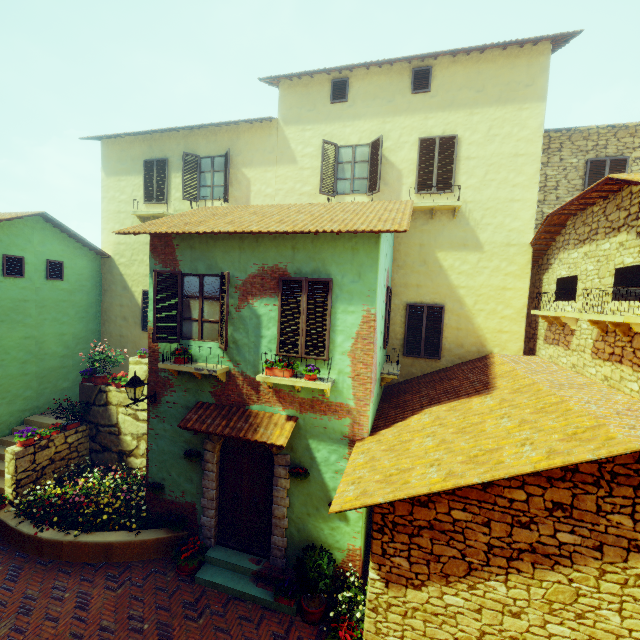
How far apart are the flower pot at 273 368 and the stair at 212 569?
4.3m

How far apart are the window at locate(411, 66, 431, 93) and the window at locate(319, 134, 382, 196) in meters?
1.6

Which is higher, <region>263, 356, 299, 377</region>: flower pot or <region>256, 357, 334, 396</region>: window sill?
<region>263, 356, 299, 377</region>: flower pot

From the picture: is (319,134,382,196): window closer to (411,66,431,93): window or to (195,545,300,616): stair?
(411,66,431,93): window

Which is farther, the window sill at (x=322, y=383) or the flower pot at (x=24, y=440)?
the flower pot at (x=24, y=440)

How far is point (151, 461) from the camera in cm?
798

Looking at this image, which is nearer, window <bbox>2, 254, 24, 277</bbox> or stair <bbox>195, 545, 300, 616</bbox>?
Result: stair <bbox>195, 545, 300, 616</bbox>

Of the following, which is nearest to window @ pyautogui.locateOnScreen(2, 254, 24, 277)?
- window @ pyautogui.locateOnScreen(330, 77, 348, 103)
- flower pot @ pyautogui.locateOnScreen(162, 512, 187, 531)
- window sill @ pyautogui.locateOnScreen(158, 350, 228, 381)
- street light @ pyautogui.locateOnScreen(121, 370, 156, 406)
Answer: window sill @ pyautogui.locateOnScreen(158, 350, 228, 381)
